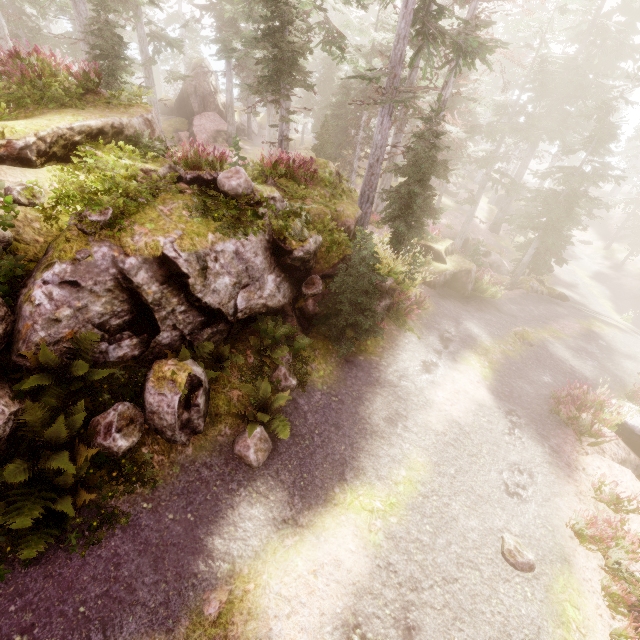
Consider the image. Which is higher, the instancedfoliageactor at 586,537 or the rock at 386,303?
the rock at 386,303

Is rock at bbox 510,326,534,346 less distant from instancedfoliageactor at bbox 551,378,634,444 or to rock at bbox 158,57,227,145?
instancedfoliageactor at bbox 551,378,634,444

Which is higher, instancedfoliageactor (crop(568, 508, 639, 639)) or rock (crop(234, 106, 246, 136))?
rock (crop(234, 106, 246, 136))

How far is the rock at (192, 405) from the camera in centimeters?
657cm

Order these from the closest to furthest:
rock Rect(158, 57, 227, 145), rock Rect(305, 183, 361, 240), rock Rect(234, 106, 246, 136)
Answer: rock Rect(305, 183, 361, 240), rock Rect(158, 57, 227, 145), rock Rect(234, 106, 246, 136)

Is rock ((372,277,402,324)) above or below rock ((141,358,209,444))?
below

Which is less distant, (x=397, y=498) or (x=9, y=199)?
(x=9, y=199)
